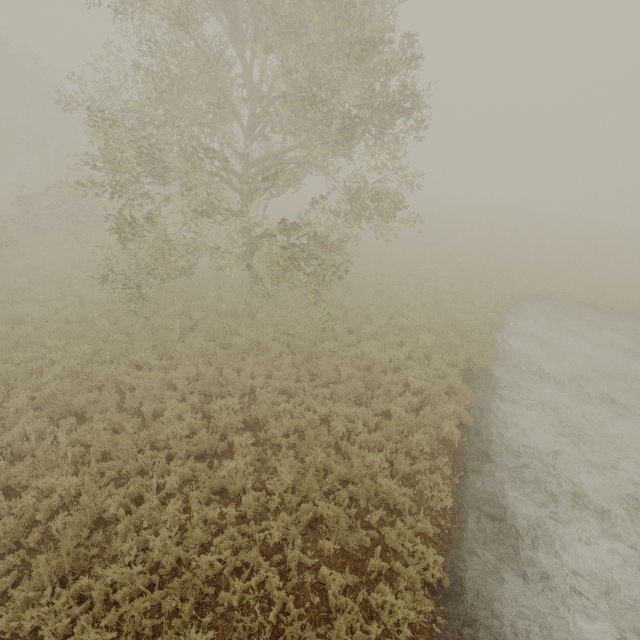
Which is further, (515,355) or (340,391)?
(515,355)
